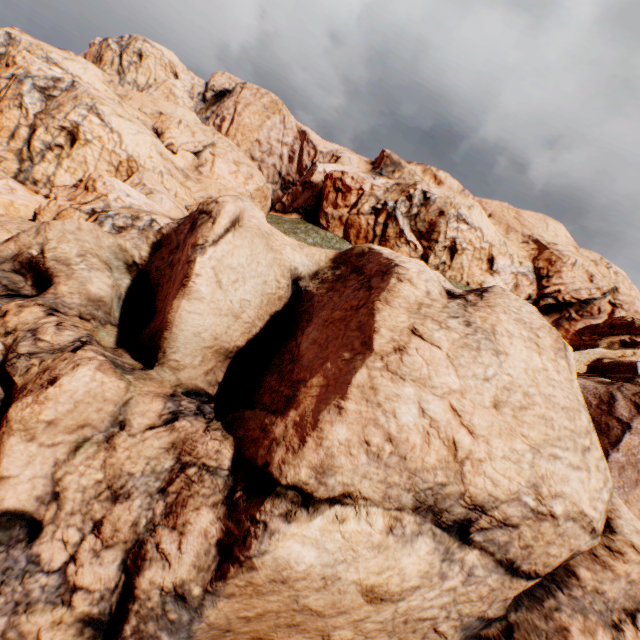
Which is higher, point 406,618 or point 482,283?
point 482,283
